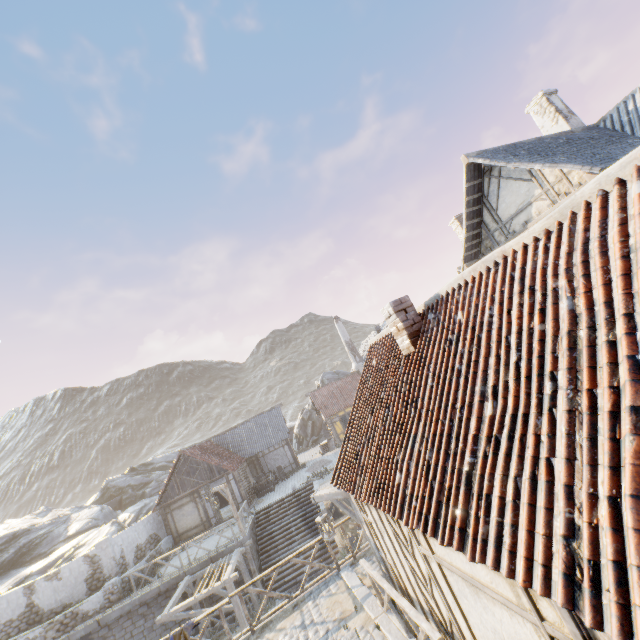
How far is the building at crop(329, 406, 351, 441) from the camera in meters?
30.8 m

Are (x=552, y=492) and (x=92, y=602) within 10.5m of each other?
no

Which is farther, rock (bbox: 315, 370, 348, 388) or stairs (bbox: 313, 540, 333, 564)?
rock (bbox: 315, 370, 348, 388)

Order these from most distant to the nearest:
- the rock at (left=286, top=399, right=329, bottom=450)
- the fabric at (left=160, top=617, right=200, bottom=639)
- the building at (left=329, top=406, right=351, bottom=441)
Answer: the rock at (left=286, top=399, right=329, bottom=450), the building at (left=329, top=406, right=351, bottom=441), the fabric at (left=160, top=617, right=200, bottom=639)

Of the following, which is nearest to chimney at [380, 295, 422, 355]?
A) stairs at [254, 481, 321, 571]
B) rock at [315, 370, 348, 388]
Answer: stairs at [254, 481, 321, 571]

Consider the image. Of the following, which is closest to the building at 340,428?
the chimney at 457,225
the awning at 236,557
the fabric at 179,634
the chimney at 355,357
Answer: the chimney at 355,357

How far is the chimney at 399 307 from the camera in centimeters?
698cm

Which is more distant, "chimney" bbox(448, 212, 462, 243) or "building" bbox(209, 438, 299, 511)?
"chimney" bbox(448, 212, 462, 243)
